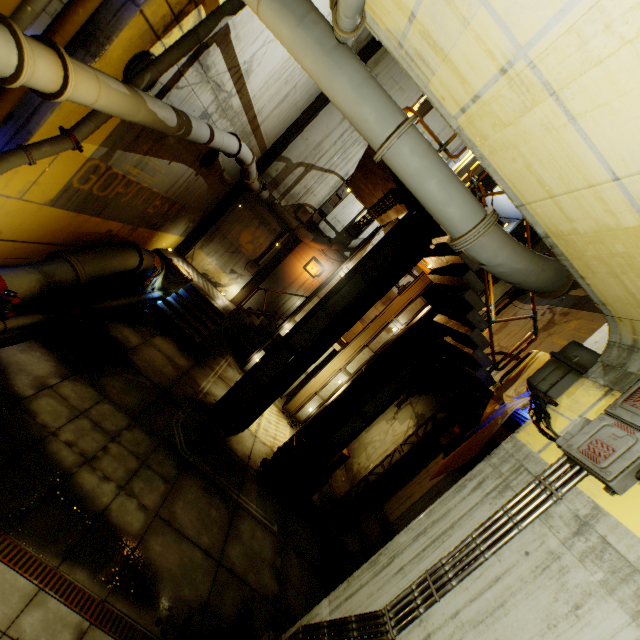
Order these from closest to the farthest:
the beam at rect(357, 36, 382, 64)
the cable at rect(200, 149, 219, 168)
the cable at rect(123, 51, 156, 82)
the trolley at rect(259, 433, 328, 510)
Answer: the cable at rect(123, 51, 156, 82), the trolley at rect(259, 433, 328, 510), the cable at rect(200, 149, 219, 168), the beam at rect(357, 36, 382, 64)

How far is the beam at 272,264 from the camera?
15.09m

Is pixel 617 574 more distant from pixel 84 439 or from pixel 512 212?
pixel 512 212

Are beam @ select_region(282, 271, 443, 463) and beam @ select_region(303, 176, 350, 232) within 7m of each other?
yes

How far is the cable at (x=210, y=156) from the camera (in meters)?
10.38

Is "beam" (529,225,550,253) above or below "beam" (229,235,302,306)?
above

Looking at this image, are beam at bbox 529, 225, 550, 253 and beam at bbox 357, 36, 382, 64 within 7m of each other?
no

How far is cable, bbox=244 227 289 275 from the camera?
15.08m
